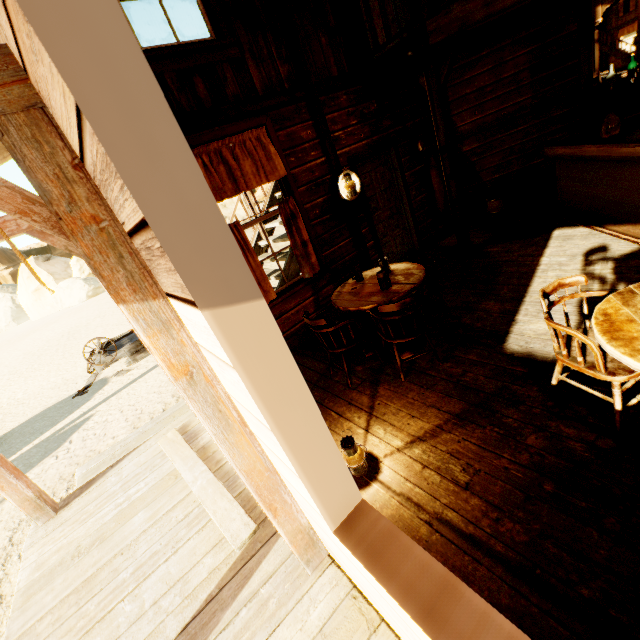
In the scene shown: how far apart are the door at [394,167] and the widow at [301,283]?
1.1 meters

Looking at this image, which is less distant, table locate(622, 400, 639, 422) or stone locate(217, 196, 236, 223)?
table locate(622, 400, 639, 422)

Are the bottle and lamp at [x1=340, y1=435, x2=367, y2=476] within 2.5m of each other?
no

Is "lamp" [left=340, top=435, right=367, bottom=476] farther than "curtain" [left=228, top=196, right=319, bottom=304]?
No

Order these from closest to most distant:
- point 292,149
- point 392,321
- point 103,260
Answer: point 103,260, point 392,321, point 292,149

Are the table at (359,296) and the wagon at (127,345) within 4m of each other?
no

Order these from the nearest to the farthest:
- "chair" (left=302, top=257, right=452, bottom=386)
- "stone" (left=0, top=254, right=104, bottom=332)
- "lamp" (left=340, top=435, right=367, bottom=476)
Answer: "lamp" (left=340, top=435, right=367, bottom=476)
"chair" (left=302, top=257, right=452, bottom=386)
"stone" (left=0, top=254, right=104, bottom=332)

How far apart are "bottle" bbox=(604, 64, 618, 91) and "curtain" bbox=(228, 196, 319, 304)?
4.47m
